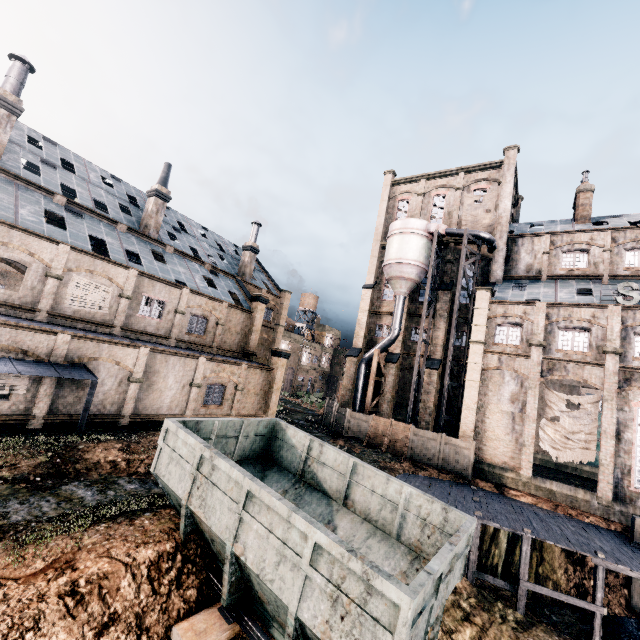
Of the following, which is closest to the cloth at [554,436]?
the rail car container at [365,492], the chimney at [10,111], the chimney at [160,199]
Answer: the rail car container at [365,492]

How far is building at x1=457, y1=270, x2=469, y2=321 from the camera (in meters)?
34.16

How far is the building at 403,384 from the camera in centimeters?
3508cm

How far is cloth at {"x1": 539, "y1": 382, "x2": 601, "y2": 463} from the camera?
23.4 meters

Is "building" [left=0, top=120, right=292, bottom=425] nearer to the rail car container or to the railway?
the rail car container

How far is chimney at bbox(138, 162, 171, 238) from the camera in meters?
30.0 m

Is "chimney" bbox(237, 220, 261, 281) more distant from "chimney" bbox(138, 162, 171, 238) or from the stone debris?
the stone debris

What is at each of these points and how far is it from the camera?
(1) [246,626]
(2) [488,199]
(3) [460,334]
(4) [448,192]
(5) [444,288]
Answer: (1) railway, 7.24m
(2) cloth, 35.53m
(3) building, 42.47m
(4) building, 38.53m
(5) building, 34.94m
